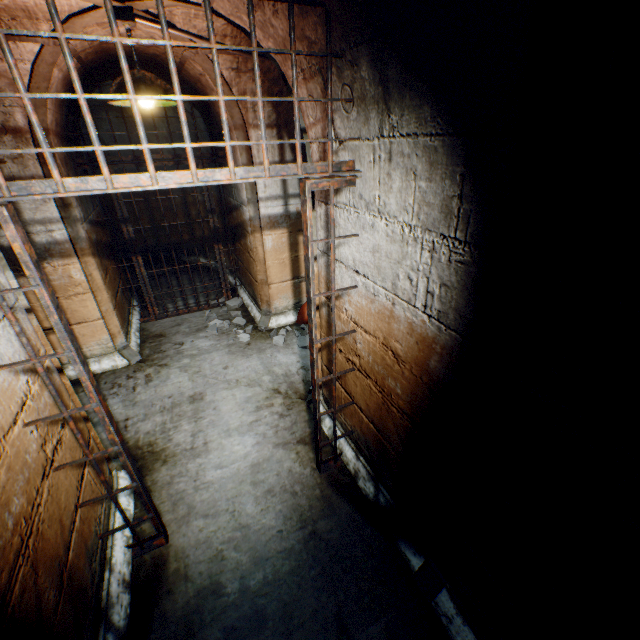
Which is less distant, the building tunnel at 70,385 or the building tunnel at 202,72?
the building tunnel at 70,385

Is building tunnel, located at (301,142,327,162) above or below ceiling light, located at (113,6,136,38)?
below

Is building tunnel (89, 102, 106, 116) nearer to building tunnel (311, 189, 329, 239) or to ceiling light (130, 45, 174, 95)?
building tunnel (311, 189, 329, 239)

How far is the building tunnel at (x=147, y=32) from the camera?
2.40m

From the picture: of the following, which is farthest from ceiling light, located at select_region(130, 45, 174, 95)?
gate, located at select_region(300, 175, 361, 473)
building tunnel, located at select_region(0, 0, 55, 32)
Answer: gate, located at select_region(300, 175, 361, 473)

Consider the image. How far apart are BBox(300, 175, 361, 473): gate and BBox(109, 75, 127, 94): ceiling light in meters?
1.3 m

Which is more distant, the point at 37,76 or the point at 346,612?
the point at 37,76
